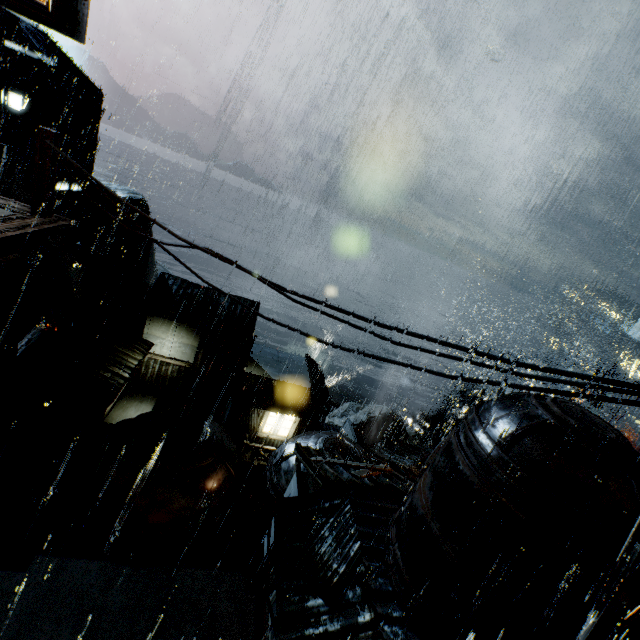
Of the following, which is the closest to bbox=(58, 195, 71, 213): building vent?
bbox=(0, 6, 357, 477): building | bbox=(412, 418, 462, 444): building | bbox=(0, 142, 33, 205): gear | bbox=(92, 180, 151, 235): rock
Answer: bbox=(0, 6, 357, 477): building

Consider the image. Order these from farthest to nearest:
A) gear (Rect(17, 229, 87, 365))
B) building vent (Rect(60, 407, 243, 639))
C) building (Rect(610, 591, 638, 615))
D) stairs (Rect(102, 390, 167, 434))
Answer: gear (Rect(17, 229, 87, 365))
stairs (Rect(102, 390, 167, 434))
building vent (Rect(60, 407, 243, 639))
building (Rect(610, 591, 638, 615))

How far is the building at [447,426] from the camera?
32.4m

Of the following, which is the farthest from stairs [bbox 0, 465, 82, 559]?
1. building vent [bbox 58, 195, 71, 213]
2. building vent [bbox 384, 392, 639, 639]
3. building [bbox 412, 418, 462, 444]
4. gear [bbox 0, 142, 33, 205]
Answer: building [bbox 412, 418, 462, 444]

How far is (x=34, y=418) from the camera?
15.96m

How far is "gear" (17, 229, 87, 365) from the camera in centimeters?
2677cm

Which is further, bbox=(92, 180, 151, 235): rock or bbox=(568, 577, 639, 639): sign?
bbox=(92, 180, 151, 235): rock

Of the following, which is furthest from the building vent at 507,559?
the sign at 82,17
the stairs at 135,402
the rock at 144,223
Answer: the rock at 144,223
